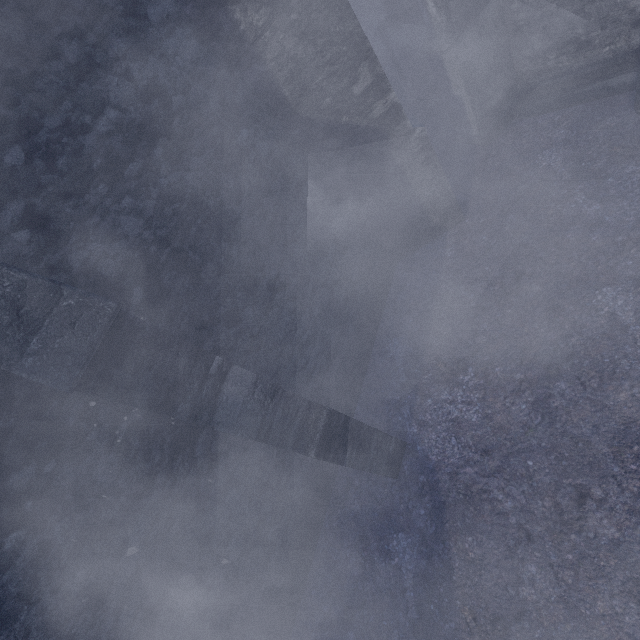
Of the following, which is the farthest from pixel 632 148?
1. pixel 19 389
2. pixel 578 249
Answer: pixel 19 389
